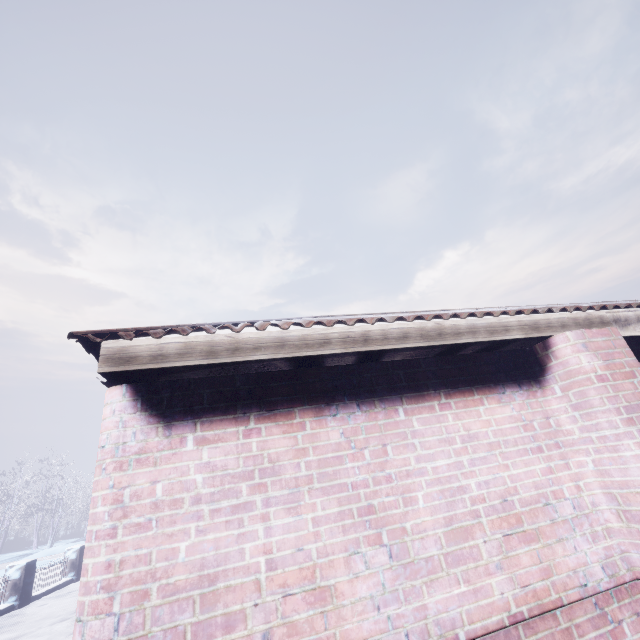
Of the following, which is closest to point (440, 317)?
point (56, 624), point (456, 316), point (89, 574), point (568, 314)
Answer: point (456, 316)
